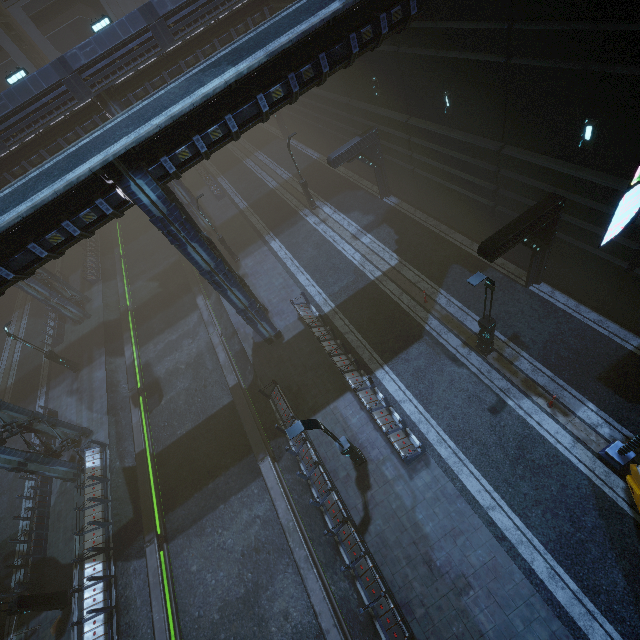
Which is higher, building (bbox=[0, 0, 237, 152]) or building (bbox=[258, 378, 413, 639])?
building (bbox=[0, 0, 237, 152])

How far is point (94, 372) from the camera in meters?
24.0

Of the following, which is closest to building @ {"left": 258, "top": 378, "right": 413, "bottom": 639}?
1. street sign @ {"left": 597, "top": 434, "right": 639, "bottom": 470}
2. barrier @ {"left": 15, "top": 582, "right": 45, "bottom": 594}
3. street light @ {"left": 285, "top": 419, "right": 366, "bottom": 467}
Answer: street light @ {"left": 285, "top": 419, "right": 366, "bottom": 467}

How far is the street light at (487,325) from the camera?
A: 10.48m

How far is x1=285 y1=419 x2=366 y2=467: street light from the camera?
9.68m

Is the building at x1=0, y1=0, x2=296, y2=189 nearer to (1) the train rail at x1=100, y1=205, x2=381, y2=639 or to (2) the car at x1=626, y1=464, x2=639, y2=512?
(1) the train rail at x1=100, y1=205, x2=381, y2=639

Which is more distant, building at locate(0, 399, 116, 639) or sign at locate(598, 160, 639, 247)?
building at locate(0, 399, 116, 639)

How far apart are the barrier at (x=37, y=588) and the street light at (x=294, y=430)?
16.3m
